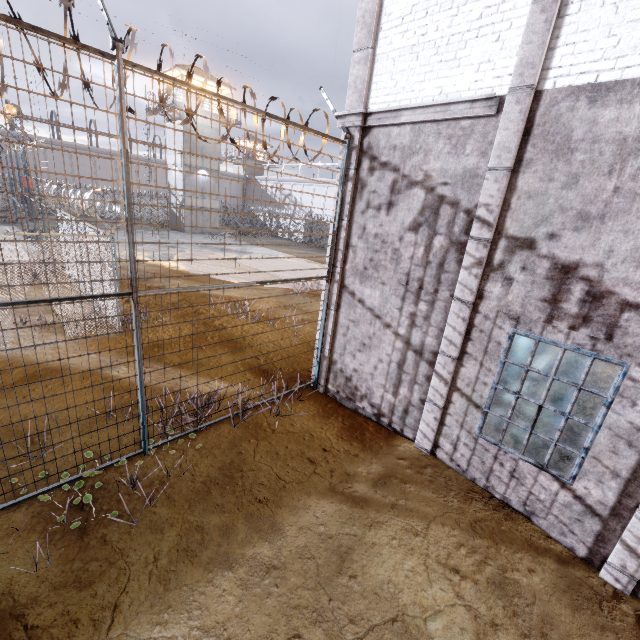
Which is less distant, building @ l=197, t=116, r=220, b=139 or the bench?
the bench

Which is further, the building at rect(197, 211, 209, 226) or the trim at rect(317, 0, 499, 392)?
the building at rect(197, 211, 209, 226)

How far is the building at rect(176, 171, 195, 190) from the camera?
33.0m

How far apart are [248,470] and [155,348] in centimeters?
498cm

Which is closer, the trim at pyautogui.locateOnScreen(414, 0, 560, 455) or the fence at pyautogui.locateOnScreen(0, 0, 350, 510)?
the fence at pyautogui.locateOnScreen(0, 0, 350, 510)

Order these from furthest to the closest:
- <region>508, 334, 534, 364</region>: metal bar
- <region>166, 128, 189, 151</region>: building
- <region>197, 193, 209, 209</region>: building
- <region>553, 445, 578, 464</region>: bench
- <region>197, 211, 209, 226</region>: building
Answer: <region>197, 211, 209, 226</region>: building → <region>197, 193, 209, 209</region>: building → <region>166, 128, 189, 151</region>: building → <region>508, 334, 534, 364</region>: metal bar → <region>553, 445, 578, 464</region>: bench

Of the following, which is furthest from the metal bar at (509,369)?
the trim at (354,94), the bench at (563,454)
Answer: the bench at (563,454)

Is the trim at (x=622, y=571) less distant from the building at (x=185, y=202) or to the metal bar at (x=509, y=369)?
the metal bar at (x=509, y=369)
